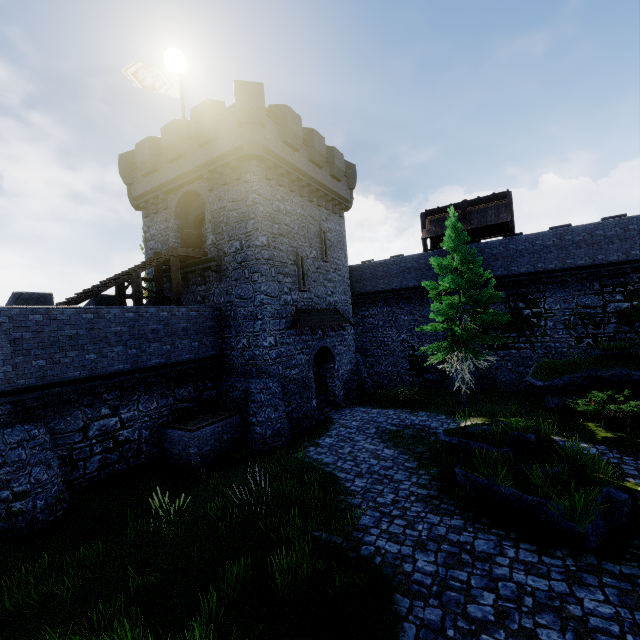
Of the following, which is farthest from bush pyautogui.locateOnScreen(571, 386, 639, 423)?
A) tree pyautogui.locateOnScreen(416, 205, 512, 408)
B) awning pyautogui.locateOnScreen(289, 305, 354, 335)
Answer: awning pyautogui.locateOnScreen(289, 305, 354, 335)

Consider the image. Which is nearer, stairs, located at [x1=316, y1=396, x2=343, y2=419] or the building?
the building

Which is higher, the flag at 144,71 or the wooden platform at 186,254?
the flag at 144,71

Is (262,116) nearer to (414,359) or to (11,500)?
(11,500)

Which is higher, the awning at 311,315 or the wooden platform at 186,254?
the wooden platform at 186,254

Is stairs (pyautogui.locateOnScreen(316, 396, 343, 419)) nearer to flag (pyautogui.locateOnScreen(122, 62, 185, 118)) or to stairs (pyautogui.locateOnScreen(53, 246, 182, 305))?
stairs (pyautogui.locateOnScreen(53, 246, 182, 305))

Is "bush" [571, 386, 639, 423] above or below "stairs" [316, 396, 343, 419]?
above

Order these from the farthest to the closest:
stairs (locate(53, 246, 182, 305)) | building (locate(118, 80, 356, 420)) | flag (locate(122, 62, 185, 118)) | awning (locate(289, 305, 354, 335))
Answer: flag (locate(122, 62, 185, 118)), awning (locate(289, 305, 354, 335)), building (locate(118, 80, 356, 420)), stairs (locate(53, 246, 182, 305))
